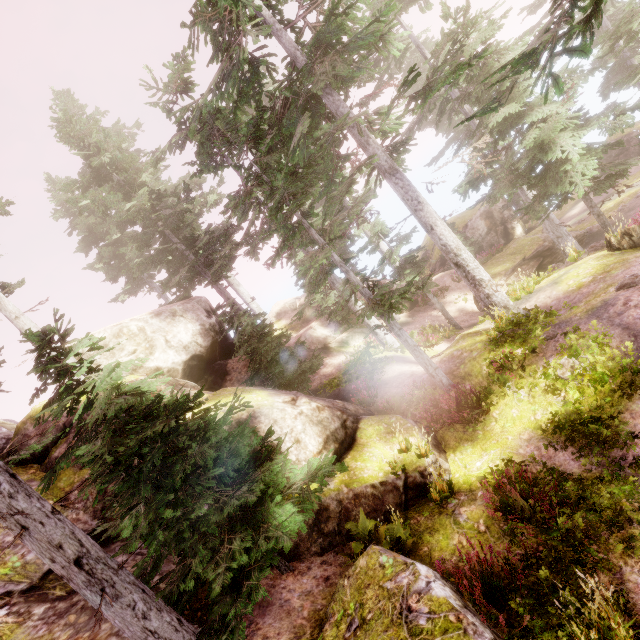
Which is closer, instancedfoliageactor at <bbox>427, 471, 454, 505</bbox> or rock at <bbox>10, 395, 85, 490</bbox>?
instancedfoliageactor at <bbox>427, 471, 454, 505</bbox>

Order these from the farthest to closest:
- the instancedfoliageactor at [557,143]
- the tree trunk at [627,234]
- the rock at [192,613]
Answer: the tree trunk at [627,234], the instancedfoliageactor at [557,143], the rock at [192,613]

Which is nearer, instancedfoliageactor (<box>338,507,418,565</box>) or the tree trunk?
instancedfoliageactor (<box>338,507,418,565</box>)

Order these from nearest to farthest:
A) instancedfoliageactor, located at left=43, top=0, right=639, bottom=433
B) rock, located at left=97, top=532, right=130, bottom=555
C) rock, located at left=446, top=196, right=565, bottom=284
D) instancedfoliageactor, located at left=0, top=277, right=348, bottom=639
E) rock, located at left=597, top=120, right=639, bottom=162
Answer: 1. instancedfoliageactor, located at left=0, top=277, right=348, bottom=639
2. rock, located at left=97, top=532, right=130, bottom=555
3. instancedfoliageactor, located at left=43, top=0, right=639, bottom=433
4. rock, located at left=446, top=196, right=565, bottom=284
5. rock, located at left=597, top=120, right=639, bottom=162

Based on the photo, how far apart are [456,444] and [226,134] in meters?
11.5

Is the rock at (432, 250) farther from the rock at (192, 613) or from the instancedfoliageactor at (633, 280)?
the rock at (192, 613)

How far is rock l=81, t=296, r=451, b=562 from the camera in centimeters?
800cm

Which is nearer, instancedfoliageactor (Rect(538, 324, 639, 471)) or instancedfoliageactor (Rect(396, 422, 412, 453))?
instancedfoliageactor (Rect(538, 324, 639, 471))
